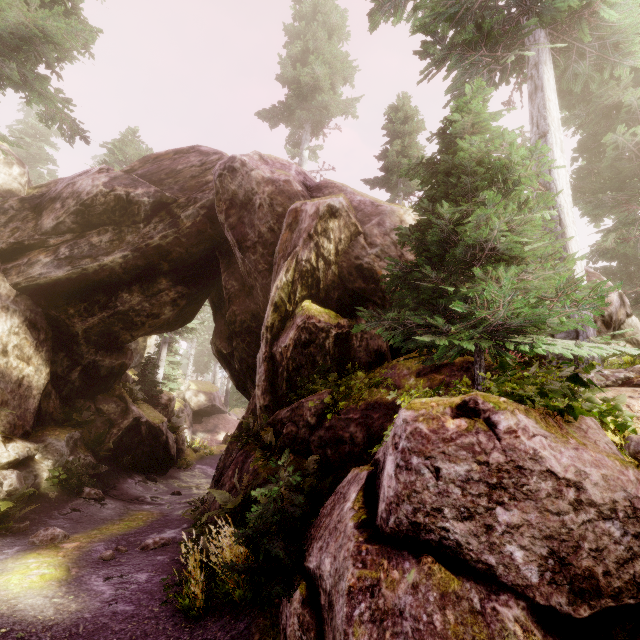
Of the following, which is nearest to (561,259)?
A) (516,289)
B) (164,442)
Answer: (516,289)

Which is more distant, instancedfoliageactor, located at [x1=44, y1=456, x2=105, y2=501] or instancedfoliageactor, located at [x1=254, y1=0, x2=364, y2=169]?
instancedfoliageactor, located at [x1=254, y1=0, x2=364, y2=169]

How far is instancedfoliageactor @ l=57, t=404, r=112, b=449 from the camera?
13.5m

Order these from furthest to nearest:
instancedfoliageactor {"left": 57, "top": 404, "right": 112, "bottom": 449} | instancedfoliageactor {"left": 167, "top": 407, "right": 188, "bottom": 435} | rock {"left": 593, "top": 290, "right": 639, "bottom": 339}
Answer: instancedfoliageactor {"left": 167, "top": 407, "right": 188, "bottom": 435}
instancedfoliageactor {"left": 57, "top": 404, "right": 112, "bottom": 449}
rock {"left": 593, "top": 290, "right": 639, "bottom": 339}

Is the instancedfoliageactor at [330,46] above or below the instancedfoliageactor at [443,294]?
above

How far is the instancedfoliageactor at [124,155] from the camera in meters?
22.3
